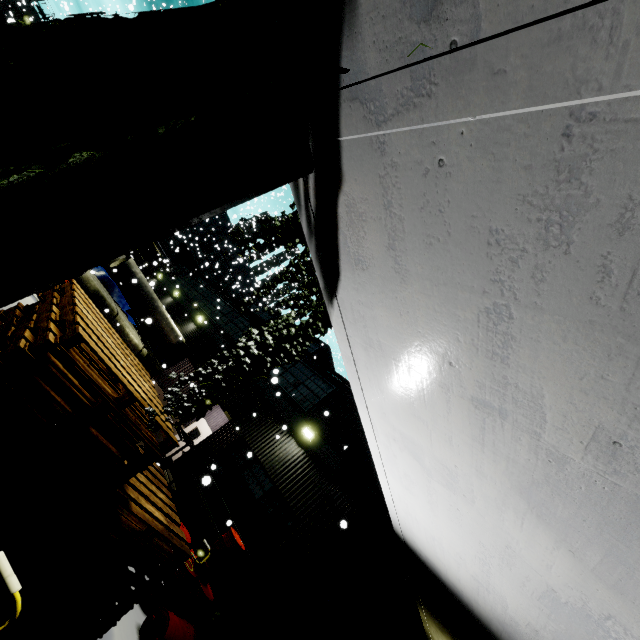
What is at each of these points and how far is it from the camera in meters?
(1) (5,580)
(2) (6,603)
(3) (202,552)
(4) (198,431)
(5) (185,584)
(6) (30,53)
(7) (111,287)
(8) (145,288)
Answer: (1) light, 1.9 m
(2) pallet, 3.6 m
(3) light, 7.6 m
(4) door, 15.3 m
(5) oil drum, 7.2 m
(6) tree, 1.5 m
(7) tarp, 18.2 m
(8) concrete pipe, 16.0 m

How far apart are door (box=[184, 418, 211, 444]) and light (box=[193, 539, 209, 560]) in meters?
7.4 m

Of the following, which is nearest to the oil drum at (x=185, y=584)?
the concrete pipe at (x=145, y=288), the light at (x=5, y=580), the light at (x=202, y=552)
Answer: the light at (x=202, y=552)

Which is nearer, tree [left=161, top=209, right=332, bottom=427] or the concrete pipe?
tree [left=161, top=209, right=332, bottom=427]

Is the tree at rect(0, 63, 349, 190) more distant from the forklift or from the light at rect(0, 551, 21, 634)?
the forklift

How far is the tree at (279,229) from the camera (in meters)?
3.19

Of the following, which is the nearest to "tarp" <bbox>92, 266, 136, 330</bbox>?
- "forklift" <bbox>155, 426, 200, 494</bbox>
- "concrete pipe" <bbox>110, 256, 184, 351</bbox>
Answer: "concrete pipe" <bbox>110, 256, 184, 351</bbox>

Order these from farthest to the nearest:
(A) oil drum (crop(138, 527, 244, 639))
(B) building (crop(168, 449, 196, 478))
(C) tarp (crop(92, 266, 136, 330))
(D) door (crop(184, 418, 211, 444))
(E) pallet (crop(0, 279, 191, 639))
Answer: (C) tarp (crop(92, 266, 136, 330)) < (D) door (crop(184, 418, 211, 444)) < (B) building (crop(168, 449, 196, 478)) < (A) oil drum (crop(138, 527, 244, 639)) < (E) pallet (crop(0, 279, 191, 639))
